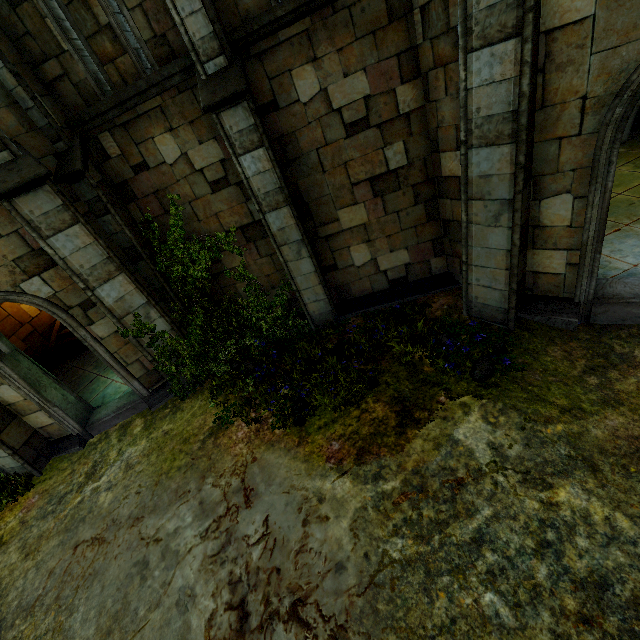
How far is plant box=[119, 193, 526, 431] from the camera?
6.0 meters

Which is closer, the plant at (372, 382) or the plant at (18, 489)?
the plant at (372, 382)

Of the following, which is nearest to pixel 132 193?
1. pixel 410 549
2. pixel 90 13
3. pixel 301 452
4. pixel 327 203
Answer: pixel 90 13

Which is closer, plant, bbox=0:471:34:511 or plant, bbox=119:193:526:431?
plant, bbox=119:193:526:431

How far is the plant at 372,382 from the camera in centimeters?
603cm
